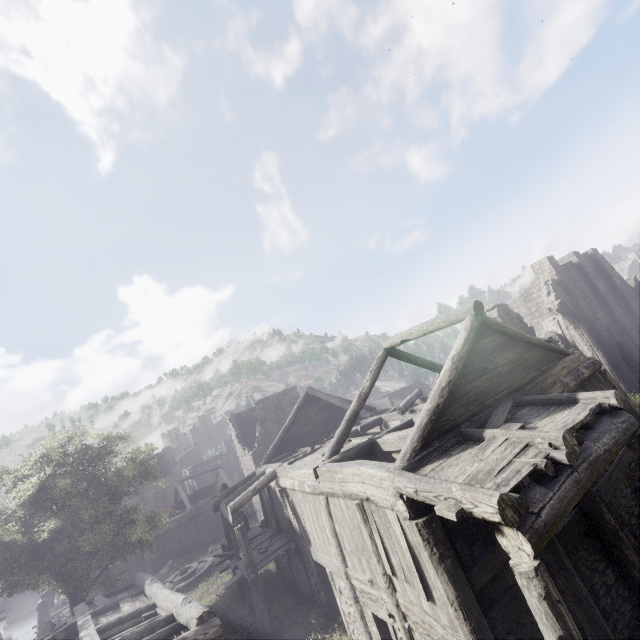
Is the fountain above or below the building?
below

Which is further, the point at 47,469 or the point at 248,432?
the point at 248,432

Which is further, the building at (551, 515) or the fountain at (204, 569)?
the fountain at (204, 569)

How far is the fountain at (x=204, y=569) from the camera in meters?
21.3 m

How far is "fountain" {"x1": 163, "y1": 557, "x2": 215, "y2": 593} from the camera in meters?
21.3

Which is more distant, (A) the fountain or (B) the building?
(A) the fountain
